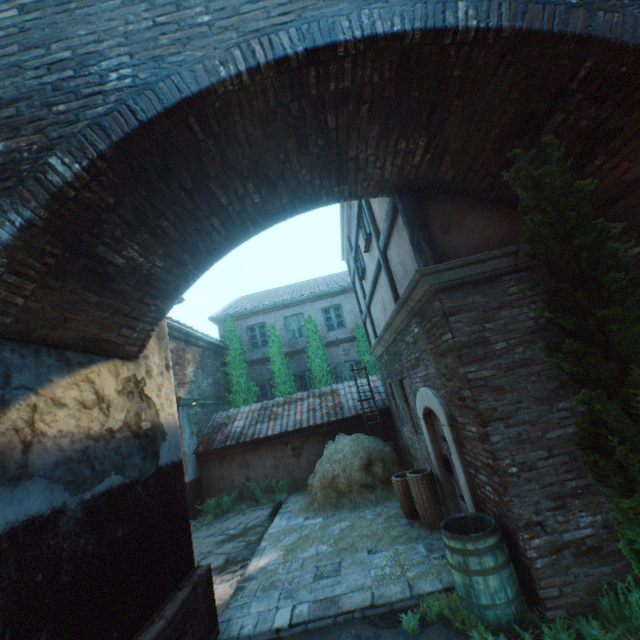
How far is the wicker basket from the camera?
5.8 meters

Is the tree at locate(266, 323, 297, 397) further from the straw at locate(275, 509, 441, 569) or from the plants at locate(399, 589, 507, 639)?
the plants at locate(399, 589, 507, 639)

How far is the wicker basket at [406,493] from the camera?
5.8 meters

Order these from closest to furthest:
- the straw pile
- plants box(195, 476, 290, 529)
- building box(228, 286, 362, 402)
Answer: the straw pile
plants box(195, 476, 290, 529)
building box(228, 286, 362, 402)

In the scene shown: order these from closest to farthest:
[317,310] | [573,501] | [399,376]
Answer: [573,501] < [399,376] < [317,310]

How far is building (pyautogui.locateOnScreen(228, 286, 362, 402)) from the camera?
15.89m

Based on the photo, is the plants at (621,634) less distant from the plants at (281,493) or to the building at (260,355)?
the plants at (281,493)

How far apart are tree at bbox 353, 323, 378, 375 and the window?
7.46m
